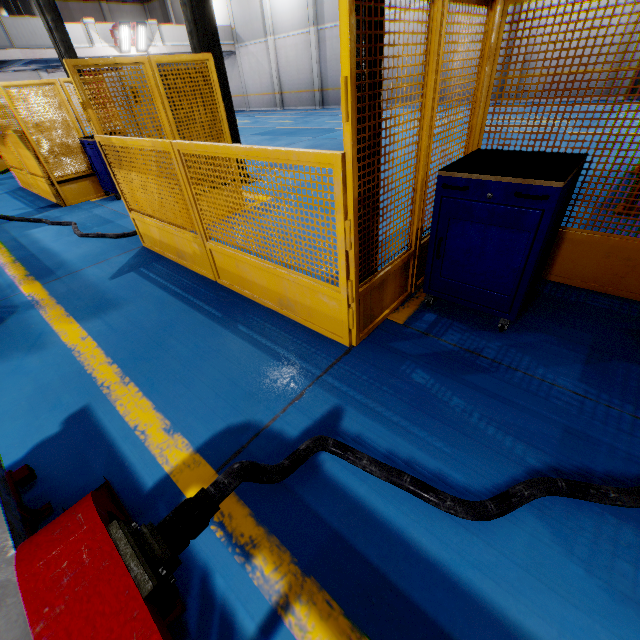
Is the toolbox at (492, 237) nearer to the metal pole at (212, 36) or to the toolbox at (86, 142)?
the metal pole at (212, 36)

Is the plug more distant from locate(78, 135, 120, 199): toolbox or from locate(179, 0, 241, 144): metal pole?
locate(78, 135, 120, 199): toolbox

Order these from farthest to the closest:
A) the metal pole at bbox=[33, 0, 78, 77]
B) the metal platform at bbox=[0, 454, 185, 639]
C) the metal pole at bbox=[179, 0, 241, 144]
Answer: the metal pole at bbox=[33, 0, 78, 77]
the metal pole at bbox=[179, 0, 241, 144]
the metal platform at bbox=[0, 454, 185, 639]

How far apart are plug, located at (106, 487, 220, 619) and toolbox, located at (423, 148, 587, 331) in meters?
2.3

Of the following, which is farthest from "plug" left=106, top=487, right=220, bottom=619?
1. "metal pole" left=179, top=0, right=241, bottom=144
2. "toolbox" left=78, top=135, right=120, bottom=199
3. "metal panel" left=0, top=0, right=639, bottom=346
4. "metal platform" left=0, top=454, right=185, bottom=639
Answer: "toolbox" left=78, top=135, right=120, bottom=199

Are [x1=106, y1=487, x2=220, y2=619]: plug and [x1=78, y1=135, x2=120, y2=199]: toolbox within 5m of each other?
no

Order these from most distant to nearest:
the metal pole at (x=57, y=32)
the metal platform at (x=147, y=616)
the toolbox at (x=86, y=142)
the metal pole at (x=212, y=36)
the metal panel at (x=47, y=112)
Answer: the metal pole at (x=57, y=32) → the toolbox at (x=86, y=142) → the metal pole at (x=212, y=36) → the metal panel at (x=47, y=112) → the metal platform at (x=147, y=616)

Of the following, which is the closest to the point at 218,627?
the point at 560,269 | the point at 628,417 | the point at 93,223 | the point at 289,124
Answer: the point at 628,417
